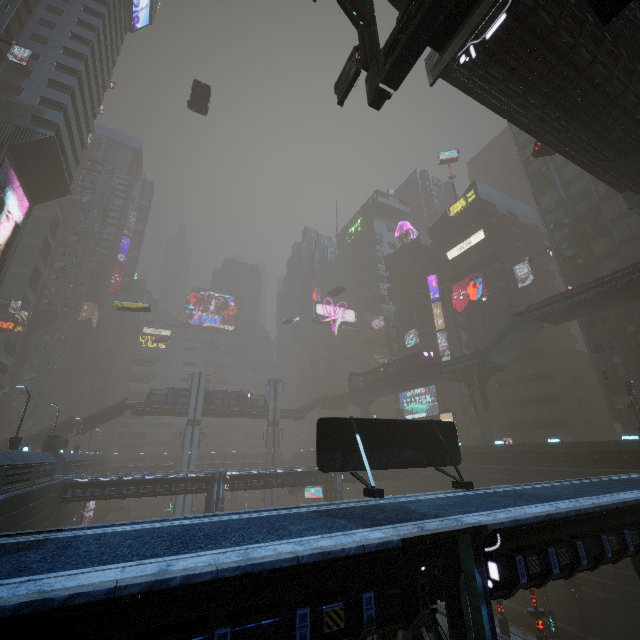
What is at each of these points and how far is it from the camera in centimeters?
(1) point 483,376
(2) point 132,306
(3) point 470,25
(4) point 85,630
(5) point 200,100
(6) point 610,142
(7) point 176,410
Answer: (1) building structure, 4081cm
(2) taxi, 4253cm
(3) stairs, 1264cm
(4) building, 418cm
(5) ambulance, 3406cm
(6) building, 1644cm
(7) bridge, 5431cm

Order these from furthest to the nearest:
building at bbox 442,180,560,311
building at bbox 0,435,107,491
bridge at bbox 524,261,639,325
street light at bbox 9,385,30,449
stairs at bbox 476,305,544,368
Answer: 1. building at bbox 442,180,560,311
2. stairs at bbox 476,305,544,368
3. bridge at bbox 524,261,639,325
4. street light at bbox 9,385,30,449
5. building at bbox 0,435,107,491

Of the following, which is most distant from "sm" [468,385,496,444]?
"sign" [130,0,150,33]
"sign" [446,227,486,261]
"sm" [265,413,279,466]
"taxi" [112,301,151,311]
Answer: "sign" [130,0,150,33]

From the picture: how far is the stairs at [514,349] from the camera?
35.5 meters

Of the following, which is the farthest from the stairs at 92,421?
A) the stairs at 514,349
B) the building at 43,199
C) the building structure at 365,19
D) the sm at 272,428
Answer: the building structure at 365,19

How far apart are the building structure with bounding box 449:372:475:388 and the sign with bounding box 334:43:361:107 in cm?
3845

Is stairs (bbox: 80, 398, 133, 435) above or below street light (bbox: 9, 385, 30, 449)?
above

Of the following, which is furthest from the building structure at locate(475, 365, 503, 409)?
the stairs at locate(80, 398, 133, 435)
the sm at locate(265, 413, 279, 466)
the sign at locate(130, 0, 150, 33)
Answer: the sign at locate(130, 0, 150, 33)
